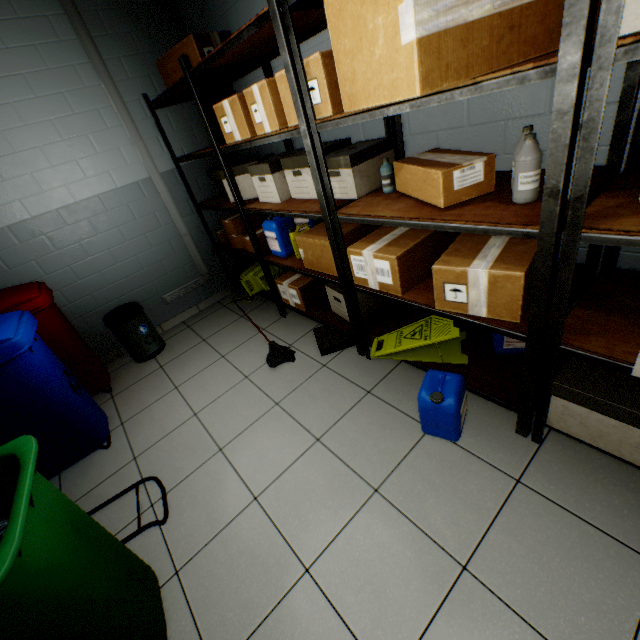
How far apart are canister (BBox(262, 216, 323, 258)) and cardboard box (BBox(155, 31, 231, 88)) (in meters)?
1.27

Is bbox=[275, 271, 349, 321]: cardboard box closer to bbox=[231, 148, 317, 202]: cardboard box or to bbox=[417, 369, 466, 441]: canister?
bbox=[231, 148, 317, 202]: cardboard box

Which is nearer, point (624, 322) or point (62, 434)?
point (624, 322)

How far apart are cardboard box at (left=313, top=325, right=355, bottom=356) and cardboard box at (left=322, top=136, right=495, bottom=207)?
1.3 meters

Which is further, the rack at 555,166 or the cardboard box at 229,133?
the cardboard box at 229,133

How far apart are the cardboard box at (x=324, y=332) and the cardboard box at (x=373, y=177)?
1.3m

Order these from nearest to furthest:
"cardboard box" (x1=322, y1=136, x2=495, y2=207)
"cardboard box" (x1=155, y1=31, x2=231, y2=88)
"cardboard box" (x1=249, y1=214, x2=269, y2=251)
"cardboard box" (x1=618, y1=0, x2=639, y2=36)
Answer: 1. "cardboard box" (x1=618, y1=0, x2=639, y2=36)
2. "cardboard box" (x1=322, y1=136, x2=495, y2=207)
3. "cardboard box" (x1=155, y1=31, x2=231, y2=88)
4. "cardboard box" (x1=249, y1=214, x2=269, y2=251)

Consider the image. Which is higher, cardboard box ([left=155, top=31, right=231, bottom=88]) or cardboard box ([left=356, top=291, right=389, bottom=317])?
cardboard box ([left=155, top=31, right=231, bottom=88])
